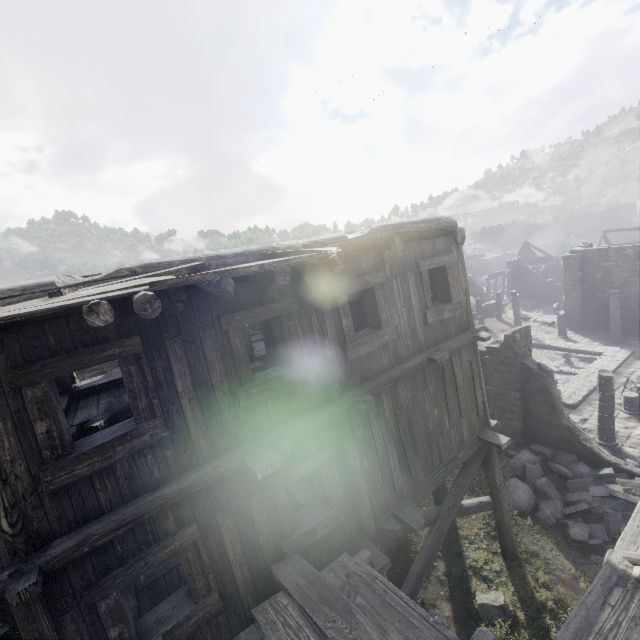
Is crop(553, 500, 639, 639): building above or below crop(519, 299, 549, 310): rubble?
above

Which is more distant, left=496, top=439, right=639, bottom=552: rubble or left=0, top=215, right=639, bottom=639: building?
left=496, top=439, right=639, bottom=552: rubble

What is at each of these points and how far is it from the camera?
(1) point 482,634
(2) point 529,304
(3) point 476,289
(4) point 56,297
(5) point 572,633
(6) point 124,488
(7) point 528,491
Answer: (1) building, 3.3m
(2) rubble, 37.4m
(3) rock, 46.2m
(4) wooden plank rubble, 3.4m
(5) building, 3.1m
(6) building, 4.1m
(7) rubble, 11.3m

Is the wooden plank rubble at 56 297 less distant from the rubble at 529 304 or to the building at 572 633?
the building at 572 633

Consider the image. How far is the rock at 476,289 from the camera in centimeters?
4552cm

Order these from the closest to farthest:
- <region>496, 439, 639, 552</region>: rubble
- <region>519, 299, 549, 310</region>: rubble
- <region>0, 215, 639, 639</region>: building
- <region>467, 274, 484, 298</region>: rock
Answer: <region>0, 215, 639, 639</region>: building < <region>496, 439, 639, 552</region>: rubble < <region>519, 299, 549, 310</region>: rubble < <region>467, 274, 484, 298</region>: rock

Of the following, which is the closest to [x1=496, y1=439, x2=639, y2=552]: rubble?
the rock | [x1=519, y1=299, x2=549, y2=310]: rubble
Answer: [x1=519, y1=299, x2=549, y2=310]: rubble

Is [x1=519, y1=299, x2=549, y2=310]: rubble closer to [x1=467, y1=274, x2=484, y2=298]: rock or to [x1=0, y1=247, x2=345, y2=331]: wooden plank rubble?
[x1=467, y1=274, x2=484, y2=298]: rock
